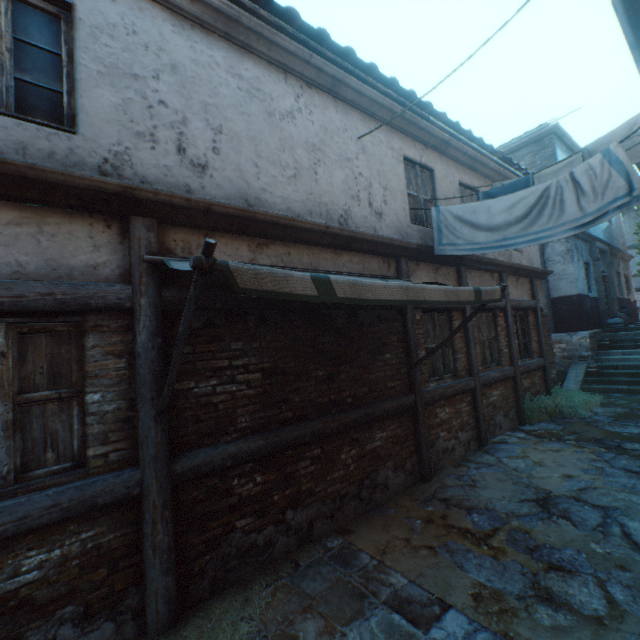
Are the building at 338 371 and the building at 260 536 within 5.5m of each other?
yes

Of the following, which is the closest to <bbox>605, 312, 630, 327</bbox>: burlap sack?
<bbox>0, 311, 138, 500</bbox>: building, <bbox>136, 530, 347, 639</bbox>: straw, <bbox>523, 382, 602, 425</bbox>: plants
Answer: <bbox>523, 382, 602, 425</bbox>: plants

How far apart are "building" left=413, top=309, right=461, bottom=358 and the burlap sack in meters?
10.8

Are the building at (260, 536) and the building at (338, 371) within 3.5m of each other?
yes

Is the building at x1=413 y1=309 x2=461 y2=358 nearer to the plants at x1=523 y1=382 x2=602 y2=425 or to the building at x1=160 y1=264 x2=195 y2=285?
the building at x1=160 y1=264 x2=195 y2=285

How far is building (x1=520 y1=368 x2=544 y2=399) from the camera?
8.2m

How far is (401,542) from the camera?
3.7m

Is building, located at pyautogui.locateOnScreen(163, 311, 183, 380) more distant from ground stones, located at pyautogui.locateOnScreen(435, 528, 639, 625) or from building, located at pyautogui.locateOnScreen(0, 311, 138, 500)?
ground stones, located at pyautogui.locateOnScreen(435, 528, 639, 625)
